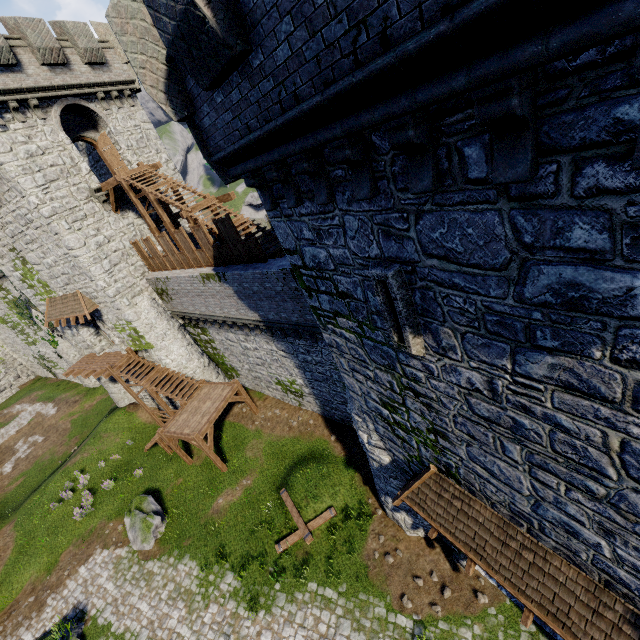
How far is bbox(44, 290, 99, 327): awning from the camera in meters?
19.7

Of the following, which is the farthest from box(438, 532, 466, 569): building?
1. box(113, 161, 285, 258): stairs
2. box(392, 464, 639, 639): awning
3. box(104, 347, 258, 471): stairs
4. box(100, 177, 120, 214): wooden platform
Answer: box(100, 177, 120, 214): wooden platform

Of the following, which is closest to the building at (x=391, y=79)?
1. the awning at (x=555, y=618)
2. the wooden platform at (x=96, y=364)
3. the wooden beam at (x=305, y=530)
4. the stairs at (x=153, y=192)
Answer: the awning at (x=555, y=618)

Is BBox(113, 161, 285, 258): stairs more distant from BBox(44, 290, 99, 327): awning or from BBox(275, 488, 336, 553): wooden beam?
BBox(275, 488, 336, 553): wooden beam

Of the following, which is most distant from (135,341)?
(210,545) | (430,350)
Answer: (430,350)

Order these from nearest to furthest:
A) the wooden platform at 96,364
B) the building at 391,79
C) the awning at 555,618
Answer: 1. the building at 391,79
2. the awning at 555,618
3. the wooden platform at 96,364

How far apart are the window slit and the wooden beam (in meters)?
11.08

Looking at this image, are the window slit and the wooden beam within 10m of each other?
no
